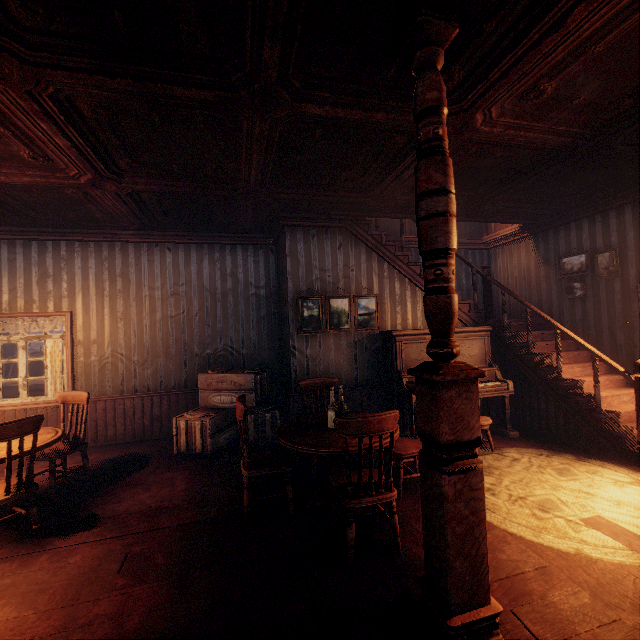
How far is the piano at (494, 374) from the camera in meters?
5.3 m

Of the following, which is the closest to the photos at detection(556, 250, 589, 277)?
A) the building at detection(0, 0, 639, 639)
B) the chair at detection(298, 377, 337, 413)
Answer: the building at detection(0, 0, 639, 639)

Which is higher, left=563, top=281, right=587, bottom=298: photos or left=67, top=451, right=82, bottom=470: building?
left=563, top=281, right=587, bottom=298: photos

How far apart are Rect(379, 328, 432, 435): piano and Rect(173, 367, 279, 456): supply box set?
1.9m

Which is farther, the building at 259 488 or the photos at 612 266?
the photos at 612 266

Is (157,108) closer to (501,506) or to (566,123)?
(566,123)

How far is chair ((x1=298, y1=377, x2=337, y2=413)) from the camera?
4.6 meters

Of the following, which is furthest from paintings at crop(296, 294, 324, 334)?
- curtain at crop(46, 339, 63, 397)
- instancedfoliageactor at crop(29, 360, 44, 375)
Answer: instancedfoliageactor at crop(29, 360, 44, 375)
